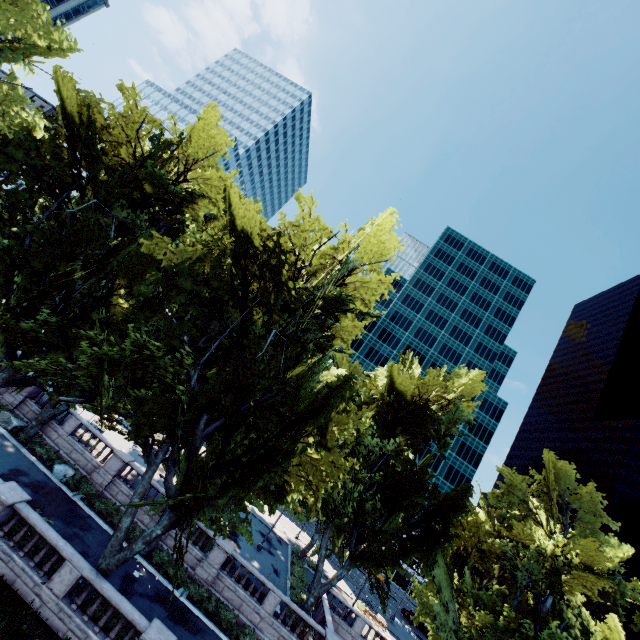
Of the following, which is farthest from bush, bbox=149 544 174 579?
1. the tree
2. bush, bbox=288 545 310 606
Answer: bush, bbox=288 545 310 606

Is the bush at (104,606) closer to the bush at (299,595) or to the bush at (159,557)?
the bush at (159,557)

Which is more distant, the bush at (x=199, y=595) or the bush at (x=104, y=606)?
the bush at (x=199, y=595)

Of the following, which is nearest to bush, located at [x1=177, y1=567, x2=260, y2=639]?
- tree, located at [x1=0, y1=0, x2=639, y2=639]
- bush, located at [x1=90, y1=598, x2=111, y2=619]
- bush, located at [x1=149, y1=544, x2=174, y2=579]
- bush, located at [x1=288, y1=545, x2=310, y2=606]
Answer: bush, located at [x1=149, y1=544, x2=174, y2=579]

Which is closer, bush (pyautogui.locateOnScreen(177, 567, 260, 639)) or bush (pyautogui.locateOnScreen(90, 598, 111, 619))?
bush (pyautogui.locateOnScreen(90, 598, 111, 619))

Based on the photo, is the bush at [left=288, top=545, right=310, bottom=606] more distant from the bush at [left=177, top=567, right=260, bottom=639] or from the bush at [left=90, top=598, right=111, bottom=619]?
the bush at [left=90, top=598, right=111, bottom=619]

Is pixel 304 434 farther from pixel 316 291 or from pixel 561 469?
pixel 561 469

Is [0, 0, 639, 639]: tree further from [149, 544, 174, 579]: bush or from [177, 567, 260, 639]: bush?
[177, 567, 260, 639]: bush
